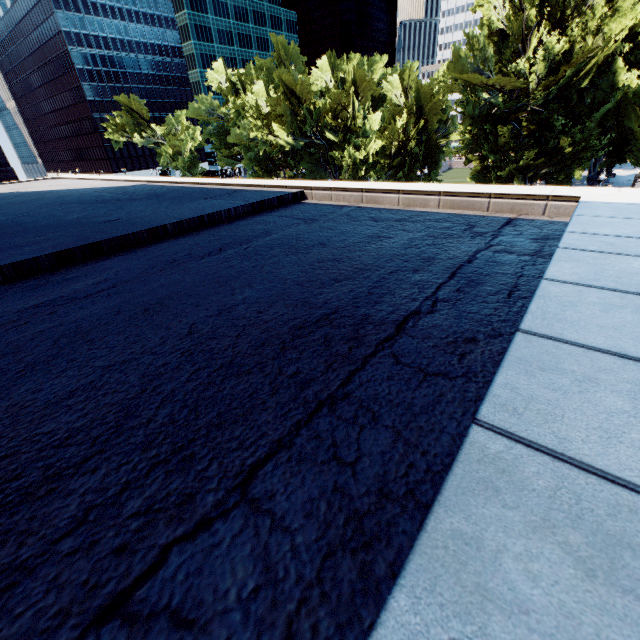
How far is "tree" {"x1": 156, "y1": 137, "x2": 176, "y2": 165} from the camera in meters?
57.8 m

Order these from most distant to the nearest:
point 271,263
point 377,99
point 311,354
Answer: point 377,99 < point 271,263 < point 311,354

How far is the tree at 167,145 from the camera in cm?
5781

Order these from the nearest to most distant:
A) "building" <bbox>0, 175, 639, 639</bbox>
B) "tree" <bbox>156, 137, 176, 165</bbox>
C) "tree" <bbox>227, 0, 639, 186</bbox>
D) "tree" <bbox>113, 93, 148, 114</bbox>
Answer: "building" <bbox>0, 175, 639, 639</bbox> < "tree" <bbox>227, 0, 639, 186</bbox> < "tree" <bbox>156, 137, 176, 165</bbox> < "tree" <bbox>113, 93, 148, 114</bbox>

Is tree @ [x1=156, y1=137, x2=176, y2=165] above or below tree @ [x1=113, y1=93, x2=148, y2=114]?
below

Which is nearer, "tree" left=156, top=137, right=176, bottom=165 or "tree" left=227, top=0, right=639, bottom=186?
"tree" left=227, top=0, right=639, bottom=186

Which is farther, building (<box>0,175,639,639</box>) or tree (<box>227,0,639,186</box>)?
tree (<box>227,0,639,186</box>)
